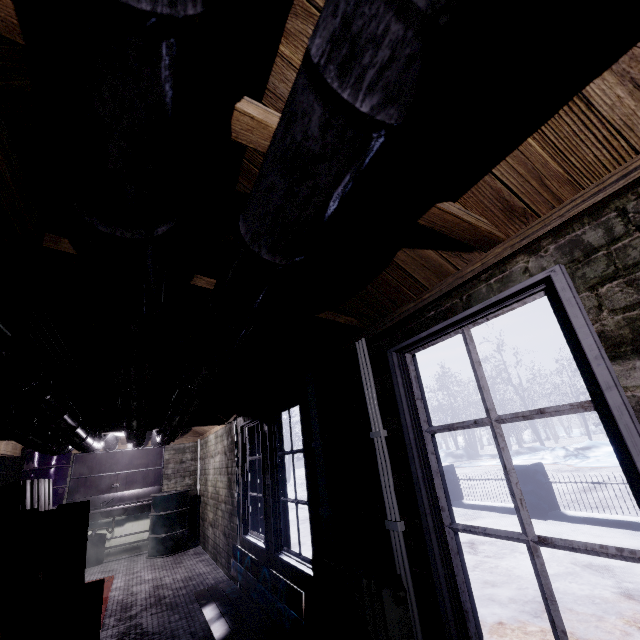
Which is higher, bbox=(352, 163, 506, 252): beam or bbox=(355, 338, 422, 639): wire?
bbox=(352, 163, 506, 252): beam

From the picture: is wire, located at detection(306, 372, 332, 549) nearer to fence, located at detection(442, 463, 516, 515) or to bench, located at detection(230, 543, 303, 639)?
bench, located at detection(230, 543, 303, 639)

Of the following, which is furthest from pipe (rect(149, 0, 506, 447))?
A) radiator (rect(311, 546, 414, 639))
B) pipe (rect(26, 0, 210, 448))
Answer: radiator (rect(311, 546, 414, 639))

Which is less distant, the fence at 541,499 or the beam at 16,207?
the beam at 16,207

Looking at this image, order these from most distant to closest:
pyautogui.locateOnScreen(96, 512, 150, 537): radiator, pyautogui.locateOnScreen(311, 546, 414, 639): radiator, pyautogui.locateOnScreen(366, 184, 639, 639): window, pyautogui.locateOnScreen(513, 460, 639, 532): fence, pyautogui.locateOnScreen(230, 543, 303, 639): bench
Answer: pyautogui.locateOnScreen(96, 512, 150, 537): radiator → pyautogui.locateOnScreen(513, 460, 639, 532): fence → pyautogui.locateOnScreen(230, 543, 303, 639): bench → pyautogui.locateOnScreen(311, 546, 414, 639): radiator → pyautogui.locateOnScreen(366, 184, 639, 639): window

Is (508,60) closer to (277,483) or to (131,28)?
(131,28)

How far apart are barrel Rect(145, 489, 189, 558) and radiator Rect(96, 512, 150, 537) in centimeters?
40cm

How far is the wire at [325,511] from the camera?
2.1 meters
